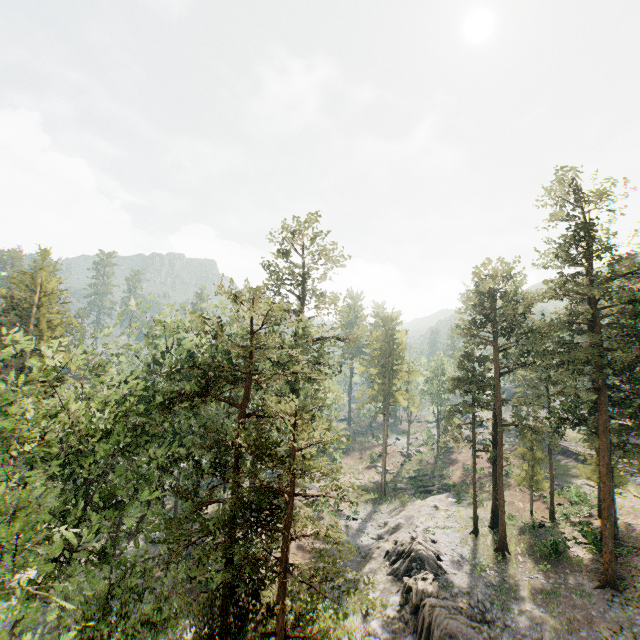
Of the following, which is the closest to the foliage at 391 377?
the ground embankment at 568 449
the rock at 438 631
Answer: the rock at 438 631

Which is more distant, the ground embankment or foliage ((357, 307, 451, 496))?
foliage ((357, 307, 451, 496))

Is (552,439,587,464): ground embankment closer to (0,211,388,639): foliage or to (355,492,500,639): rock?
(0,211,388,639): foliage

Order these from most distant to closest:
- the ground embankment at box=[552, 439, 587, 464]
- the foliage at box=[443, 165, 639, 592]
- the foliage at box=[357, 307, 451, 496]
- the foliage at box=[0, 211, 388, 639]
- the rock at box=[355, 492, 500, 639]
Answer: the foliage at box=[357, 307, 451, 496] → the ground embankment at box=[552, 439, 587, 464] → the foliage at box=[443, 165, 639, 592] → the rock at box=[355, 492, 500, 639] → the foliage at box=[0, 211, 388, 639]

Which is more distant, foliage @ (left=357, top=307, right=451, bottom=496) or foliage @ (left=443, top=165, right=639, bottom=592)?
foliage @ (left=357, top=307, right=451, bottom=496)

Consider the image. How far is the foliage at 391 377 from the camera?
47.1 meters

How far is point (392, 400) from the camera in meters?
51.2

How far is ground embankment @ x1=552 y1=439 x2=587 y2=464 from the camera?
45.7 meters
